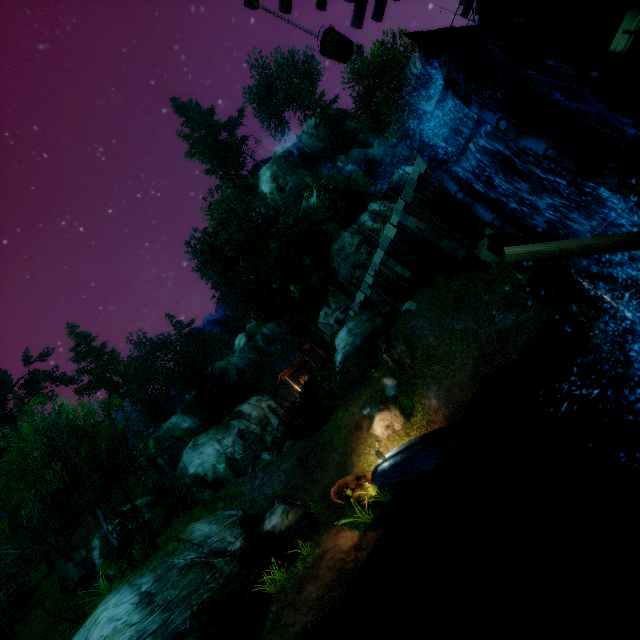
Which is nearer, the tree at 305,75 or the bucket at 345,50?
the bucket at 345,50

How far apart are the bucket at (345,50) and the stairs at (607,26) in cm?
415

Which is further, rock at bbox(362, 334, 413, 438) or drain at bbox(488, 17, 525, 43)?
rock at bbox(362, 334, 413, 438)

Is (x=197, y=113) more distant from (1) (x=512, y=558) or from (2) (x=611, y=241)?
(1) (x=512, y=558)

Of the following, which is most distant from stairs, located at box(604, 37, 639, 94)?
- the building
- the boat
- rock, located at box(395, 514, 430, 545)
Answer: the building

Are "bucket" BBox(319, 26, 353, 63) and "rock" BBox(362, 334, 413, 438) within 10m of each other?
no

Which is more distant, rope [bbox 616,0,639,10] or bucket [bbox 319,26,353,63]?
bucket [bbox 319,26,353,63]

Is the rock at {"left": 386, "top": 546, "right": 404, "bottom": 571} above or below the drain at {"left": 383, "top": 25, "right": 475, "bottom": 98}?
below
